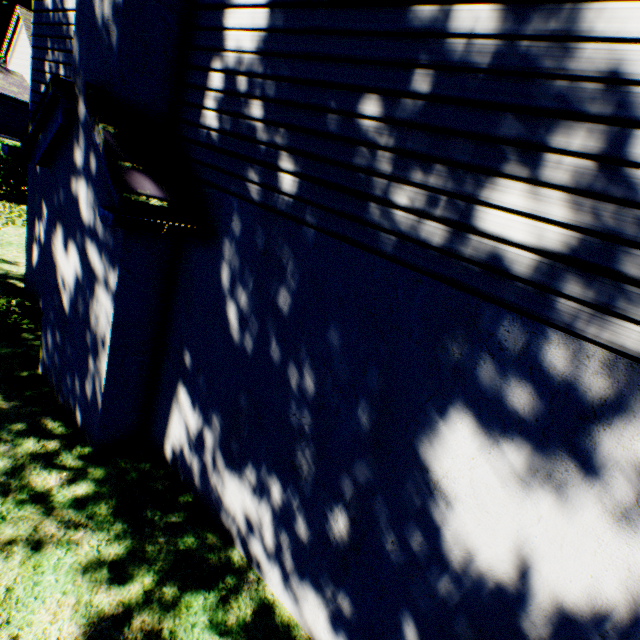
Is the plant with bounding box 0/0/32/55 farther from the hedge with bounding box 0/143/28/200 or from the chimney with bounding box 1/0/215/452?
the chimney with bounding box 1/0/215/452

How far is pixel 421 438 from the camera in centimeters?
225cm

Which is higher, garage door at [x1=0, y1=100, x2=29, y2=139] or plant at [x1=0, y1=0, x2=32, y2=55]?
plant at [x1=0, y1=0, x2=32, y2=55]

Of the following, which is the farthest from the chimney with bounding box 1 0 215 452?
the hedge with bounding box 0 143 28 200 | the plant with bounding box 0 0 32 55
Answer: the plant with bounding box 0 0 32 55

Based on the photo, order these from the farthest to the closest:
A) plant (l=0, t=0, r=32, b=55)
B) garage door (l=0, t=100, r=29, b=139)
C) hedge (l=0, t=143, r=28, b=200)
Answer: plant (l=0, t=0, r=32, b=55) → garage door (l=0, t=100, r=29, b=139) → hedge (l=0, t=143, r=28, b=200)

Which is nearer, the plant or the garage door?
the garage door

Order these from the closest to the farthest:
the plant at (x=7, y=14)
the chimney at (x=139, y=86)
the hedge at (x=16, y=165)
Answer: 1. the chimney at (x=139, y=86)
2. the hedge at (x=16, y=165)
3. the plant at (x=7, y=14)

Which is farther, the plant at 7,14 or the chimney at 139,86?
the plant at 7,14
